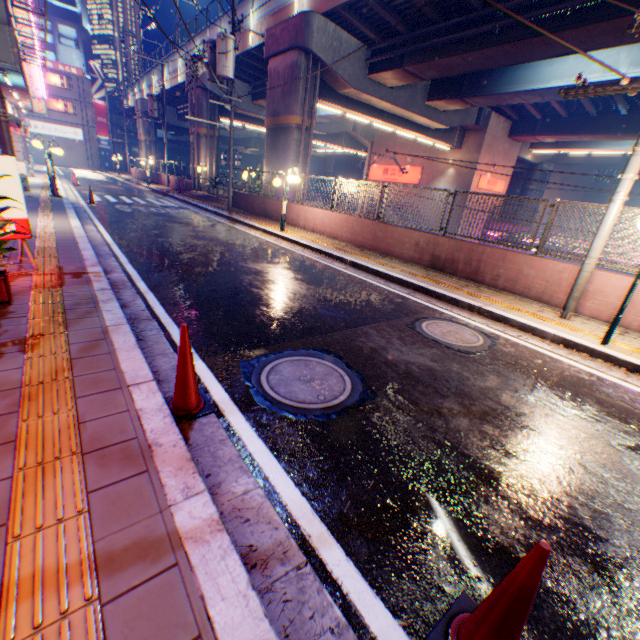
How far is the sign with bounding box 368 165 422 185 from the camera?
30.45m

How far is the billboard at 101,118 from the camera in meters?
47.3

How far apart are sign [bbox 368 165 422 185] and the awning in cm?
2783

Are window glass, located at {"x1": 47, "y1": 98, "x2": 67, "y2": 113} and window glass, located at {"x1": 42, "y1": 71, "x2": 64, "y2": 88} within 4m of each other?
yes

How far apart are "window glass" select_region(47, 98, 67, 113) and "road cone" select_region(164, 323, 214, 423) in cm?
6215

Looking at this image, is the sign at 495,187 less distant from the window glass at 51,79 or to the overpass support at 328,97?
the overpass support at 328,97

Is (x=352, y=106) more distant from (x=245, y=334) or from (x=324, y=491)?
(x=324, y=491)

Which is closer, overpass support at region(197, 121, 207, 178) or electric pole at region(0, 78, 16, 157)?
electric pole at region(0, 78, 16, 157)
